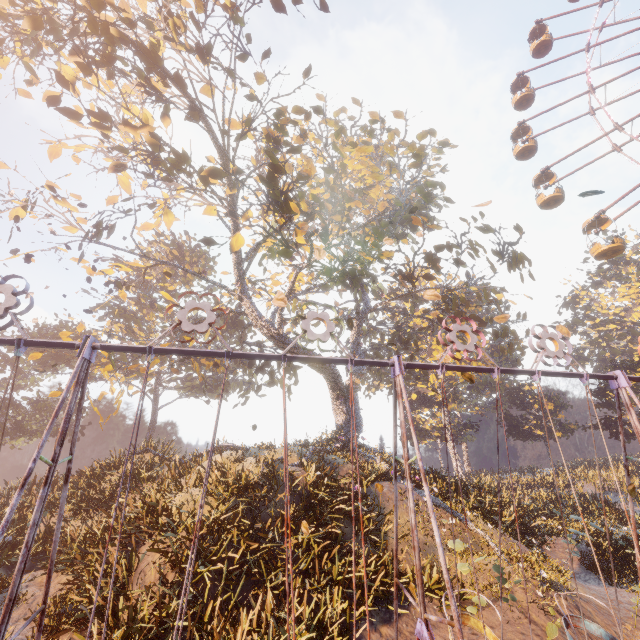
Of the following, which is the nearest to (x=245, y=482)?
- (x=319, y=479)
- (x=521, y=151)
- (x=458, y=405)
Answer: (x=319, y=479)

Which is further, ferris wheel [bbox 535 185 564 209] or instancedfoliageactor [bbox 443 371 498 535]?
ferris wheel [bbox 535 185 564 209]

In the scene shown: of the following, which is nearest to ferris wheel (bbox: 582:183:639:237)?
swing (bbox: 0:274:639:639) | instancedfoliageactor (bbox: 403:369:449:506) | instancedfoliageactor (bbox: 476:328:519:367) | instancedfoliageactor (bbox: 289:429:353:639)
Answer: swing (bbox: 0:274:639:639)

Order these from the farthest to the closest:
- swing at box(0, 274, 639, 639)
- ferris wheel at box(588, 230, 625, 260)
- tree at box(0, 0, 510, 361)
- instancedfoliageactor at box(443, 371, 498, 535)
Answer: ferris wheel at box(588, 230, 625, 260) → instancedfoliageactor at box(443, 371, 498, 535) → tree at box(0, 0, 510, 361) → swing at box(0, 274, 639, 639)

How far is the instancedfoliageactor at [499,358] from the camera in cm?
4025

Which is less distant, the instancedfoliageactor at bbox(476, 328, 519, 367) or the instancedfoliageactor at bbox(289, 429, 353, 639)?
the instancedfoliageactor at bbox(289, 429, 353, 639)

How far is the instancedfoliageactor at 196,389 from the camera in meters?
32.5 m

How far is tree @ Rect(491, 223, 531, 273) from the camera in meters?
17.0
